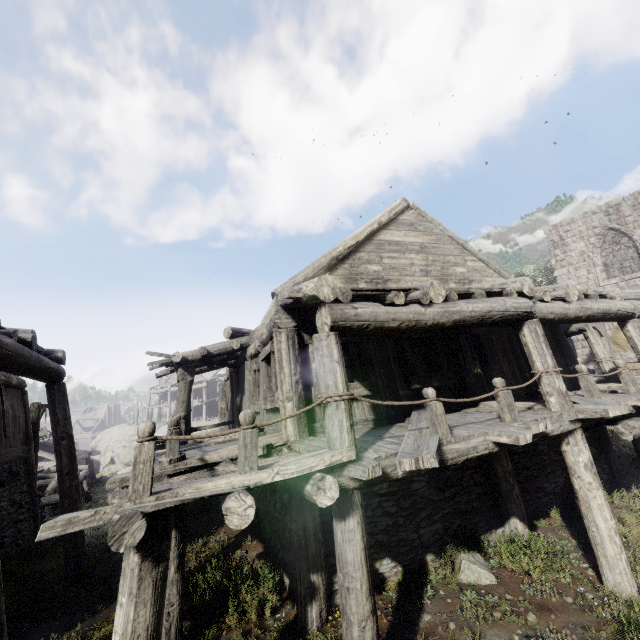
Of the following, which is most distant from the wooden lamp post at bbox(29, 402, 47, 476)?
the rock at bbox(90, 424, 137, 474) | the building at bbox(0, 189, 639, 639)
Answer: the rock at bbox(90, 424, 137, 474)

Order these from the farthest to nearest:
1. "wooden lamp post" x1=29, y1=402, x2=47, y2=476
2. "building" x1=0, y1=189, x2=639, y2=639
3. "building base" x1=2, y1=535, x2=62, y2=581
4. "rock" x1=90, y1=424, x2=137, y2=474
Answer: "rock" x1=90, y1=424, x2=137, y2=474 < "wooden lamp post" x1=29, y1=402, x2=47, y2=476 < "building base" x1=2, y1=535, x2=62, y2=581 < "building" x1=0, y1=189, x2=639, y2=639

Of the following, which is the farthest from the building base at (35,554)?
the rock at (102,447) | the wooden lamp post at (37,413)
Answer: the rock at (102,447)

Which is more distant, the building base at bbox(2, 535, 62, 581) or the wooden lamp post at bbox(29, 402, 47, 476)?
the wooden lamp post at bbox(29, 402, 47, 476)

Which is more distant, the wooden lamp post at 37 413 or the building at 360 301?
the wooden lamp post at 37 413

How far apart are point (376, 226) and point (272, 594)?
8.6m

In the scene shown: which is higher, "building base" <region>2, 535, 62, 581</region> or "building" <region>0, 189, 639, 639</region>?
"building" <region>0, 189, 639, 639</region>

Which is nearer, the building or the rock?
the building
